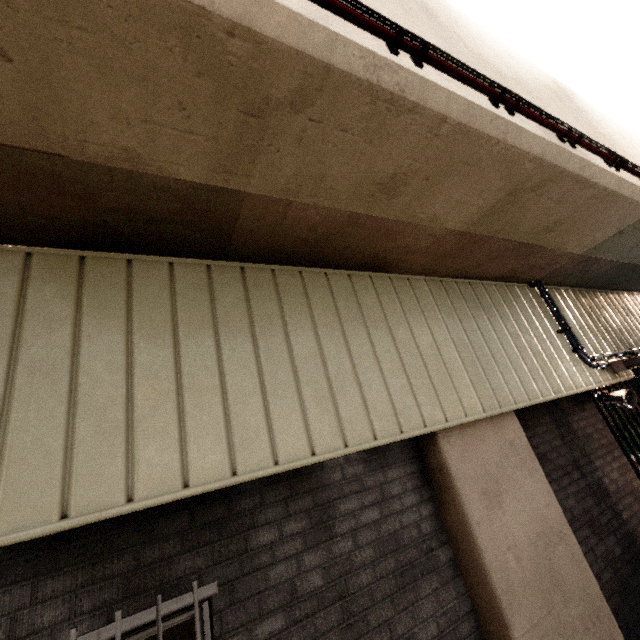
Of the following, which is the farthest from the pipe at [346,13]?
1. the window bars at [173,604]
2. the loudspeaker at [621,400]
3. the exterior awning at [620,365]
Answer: the window bars at [173,604]

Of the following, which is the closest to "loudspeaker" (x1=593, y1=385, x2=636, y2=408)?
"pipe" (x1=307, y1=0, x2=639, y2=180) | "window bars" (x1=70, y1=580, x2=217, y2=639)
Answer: "pipe" (x1=307, y1=0, x2=639, y2=180)

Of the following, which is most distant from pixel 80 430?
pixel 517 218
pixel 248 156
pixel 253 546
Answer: pixel 517 218

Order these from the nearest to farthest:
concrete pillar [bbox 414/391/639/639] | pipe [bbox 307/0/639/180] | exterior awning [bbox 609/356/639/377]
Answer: pipe [bbox 307/0/639/180] → concrete pillar [bbox 414/391/639/639] → exterior awning [bbox 609/356/639/377]

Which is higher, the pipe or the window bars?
the pipe

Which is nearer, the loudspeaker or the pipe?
the pipe

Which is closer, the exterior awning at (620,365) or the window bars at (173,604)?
the window bars at (173,604)
